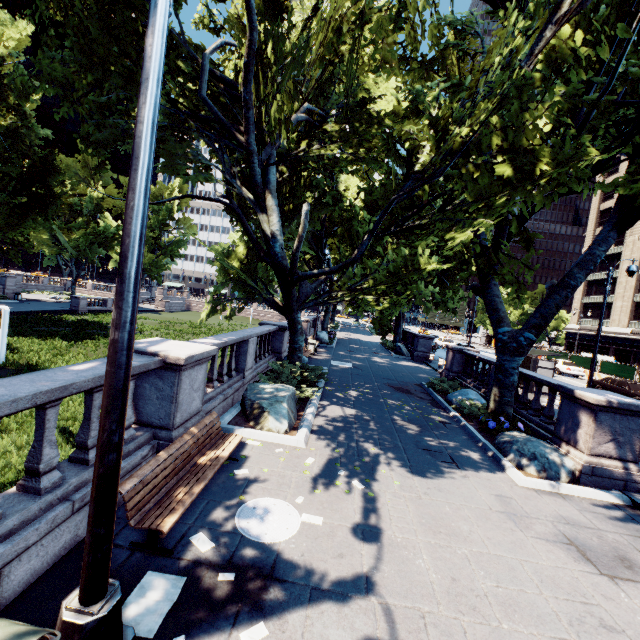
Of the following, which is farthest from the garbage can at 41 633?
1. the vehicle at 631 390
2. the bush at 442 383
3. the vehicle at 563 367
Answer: the vehicle at 563 367

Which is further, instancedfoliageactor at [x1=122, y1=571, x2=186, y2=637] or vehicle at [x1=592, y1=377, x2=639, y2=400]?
vehicle at [x1=592, y1=377, x2=639, y2=400]

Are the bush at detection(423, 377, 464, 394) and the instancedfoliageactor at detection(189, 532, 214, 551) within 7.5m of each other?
no

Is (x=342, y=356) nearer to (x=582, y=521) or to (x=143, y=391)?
(x=582, y=521)

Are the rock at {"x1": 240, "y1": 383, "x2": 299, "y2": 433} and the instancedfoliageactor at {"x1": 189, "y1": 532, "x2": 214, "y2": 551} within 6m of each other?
yes

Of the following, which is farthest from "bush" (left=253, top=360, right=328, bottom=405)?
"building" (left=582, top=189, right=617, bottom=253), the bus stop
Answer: "building" (left=582, top=189, right=617, bottom=253)

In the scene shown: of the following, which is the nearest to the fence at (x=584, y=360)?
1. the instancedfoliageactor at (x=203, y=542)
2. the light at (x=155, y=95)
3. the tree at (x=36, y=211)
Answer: the tree at (x=36, y=211)

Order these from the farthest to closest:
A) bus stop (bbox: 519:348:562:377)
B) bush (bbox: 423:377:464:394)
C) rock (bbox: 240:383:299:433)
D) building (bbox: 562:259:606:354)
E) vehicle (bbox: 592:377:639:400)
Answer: building (bbox: 562:259:606:354)
vehicle (bbox: 592:377:639:400)
bus stop (bbox: 519:348:562:377)
bush (bbox: 423:377:464:394)
rock (bbox: 240:383:299:433)
